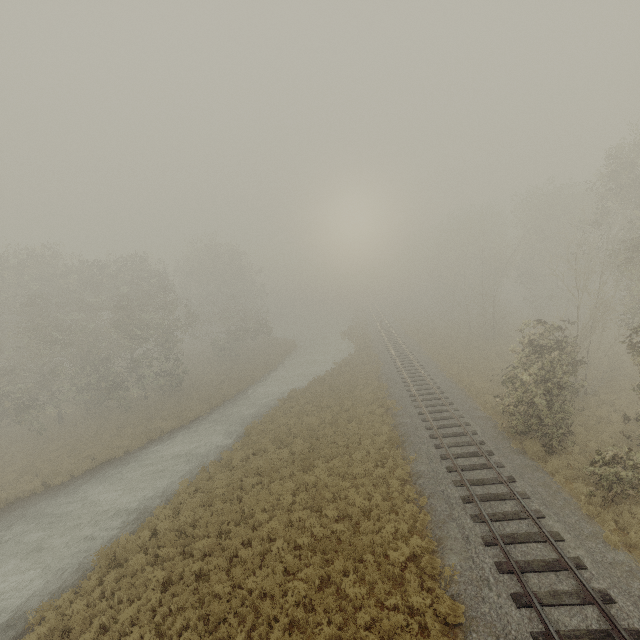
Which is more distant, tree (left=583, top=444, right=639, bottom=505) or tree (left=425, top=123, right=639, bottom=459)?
tree (left=425, top=123, right=639, bottom=459)

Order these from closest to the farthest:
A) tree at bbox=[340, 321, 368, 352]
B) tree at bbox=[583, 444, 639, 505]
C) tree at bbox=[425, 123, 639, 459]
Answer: tree at bbox=[583, 444, 639, 505] → tree at bbox=[425, 123, 639, 459] → tree at bbox=[340, 321, 368, 352]

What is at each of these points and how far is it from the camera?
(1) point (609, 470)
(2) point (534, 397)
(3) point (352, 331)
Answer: (1) tree, 11.9 meters
(2) tree, 14.9 meters
(3) tree, 50.4 meters

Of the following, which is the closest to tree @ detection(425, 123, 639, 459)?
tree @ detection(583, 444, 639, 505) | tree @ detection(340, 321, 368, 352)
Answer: tree @ detection(583, 444, 639, 505)

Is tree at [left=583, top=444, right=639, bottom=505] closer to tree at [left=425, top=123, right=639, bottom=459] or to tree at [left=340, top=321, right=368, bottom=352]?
tree at [left=425, top=123, right=639, bottom=459]

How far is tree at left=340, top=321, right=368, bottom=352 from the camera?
40.8m

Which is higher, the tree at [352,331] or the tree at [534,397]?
the tree at [534,397]

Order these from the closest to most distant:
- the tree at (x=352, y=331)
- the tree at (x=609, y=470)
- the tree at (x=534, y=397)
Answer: the tree at (x=609, y=470)
the tree at (x=534, y=397)
the tree at (x=352, y=331)
